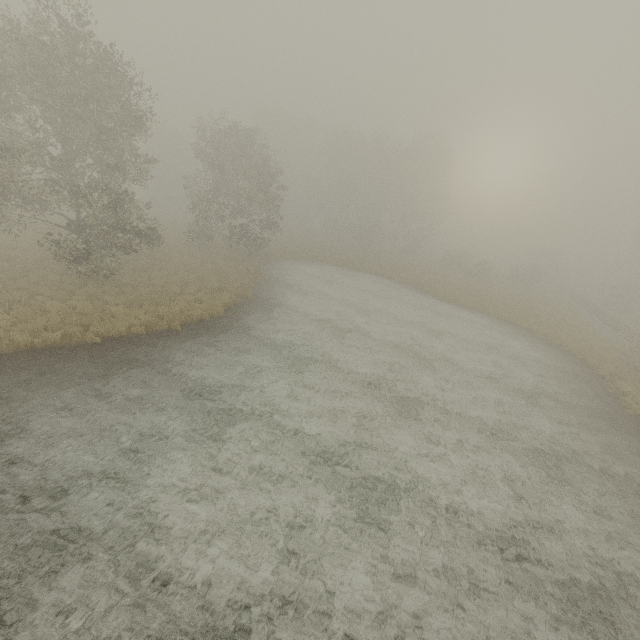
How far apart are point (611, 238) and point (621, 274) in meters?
25.1
